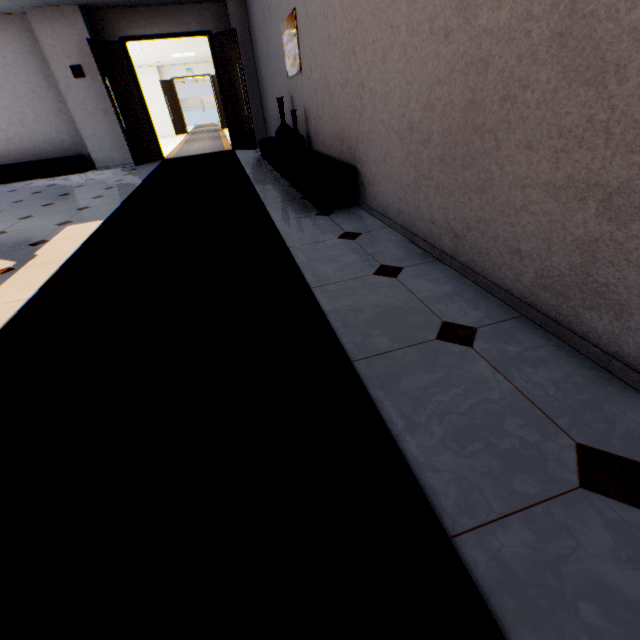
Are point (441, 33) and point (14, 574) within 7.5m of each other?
yes

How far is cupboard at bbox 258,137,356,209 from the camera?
3.3 meters

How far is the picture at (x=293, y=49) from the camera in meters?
4.1 m

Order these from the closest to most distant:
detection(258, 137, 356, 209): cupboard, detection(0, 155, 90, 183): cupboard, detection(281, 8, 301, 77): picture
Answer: detection(258, 137, 356, 209): cupboard → detection(281, 8, 301, 77): picture → detection(0, 155, 90, 183): cupboard

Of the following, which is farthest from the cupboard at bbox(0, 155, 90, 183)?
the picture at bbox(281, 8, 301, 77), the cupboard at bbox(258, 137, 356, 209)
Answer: the picture at bbox(281, 8, 301, 77)

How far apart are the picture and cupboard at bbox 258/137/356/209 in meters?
0.9 m

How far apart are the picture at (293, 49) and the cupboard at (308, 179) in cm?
→ 93

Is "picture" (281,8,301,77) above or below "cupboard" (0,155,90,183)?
above
